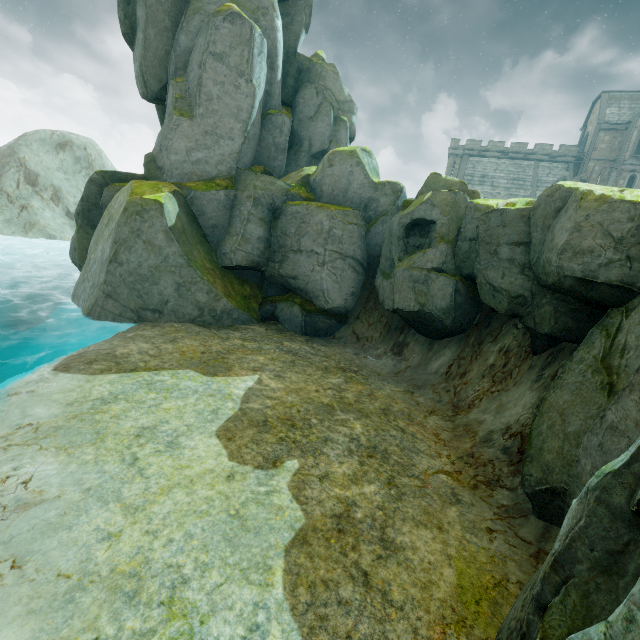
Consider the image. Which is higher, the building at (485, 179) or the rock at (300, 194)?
the building at (485, 179)

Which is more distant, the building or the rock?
the building

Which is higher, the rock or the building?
the building

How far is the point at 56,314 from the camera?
17.6m

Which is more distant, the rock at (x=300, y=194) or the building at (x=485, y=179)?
the building at (x=485, y=179)
